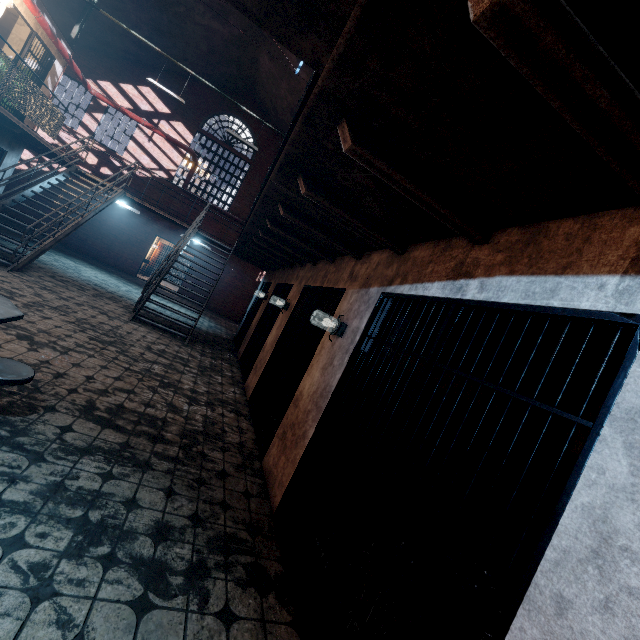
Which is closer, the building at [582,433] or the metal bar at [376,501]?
the metal bar at [376,501]

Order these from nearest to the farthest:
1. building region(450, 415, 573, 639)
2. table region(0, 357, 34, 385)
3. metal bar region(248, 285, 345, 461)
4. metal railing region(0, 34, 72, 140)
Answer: table region(0, 357, 34, 385)
building region(450, 415, 573, 639)
metal bar region(248, 285, 345, 461)
metal railing region(0, 34, 72, 140)

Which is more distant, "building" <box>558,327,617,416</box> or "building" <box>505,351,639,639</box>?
"building" <box>558,327,617,416</box>

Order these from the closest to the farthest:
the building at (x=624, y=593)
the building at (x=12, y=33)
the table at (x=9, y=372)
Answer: the building at (x=624, y=593), the table at (x=9, y=372), the building at (x=12, y=33)

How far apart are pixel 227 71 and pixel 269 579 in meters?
18.8 m

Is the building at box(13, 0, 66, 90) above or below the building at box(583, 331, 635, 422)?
above

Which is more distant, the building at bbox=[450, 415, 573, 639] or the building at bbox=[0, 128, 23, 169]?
the building at bbox=[0, 128, 23, 169]
